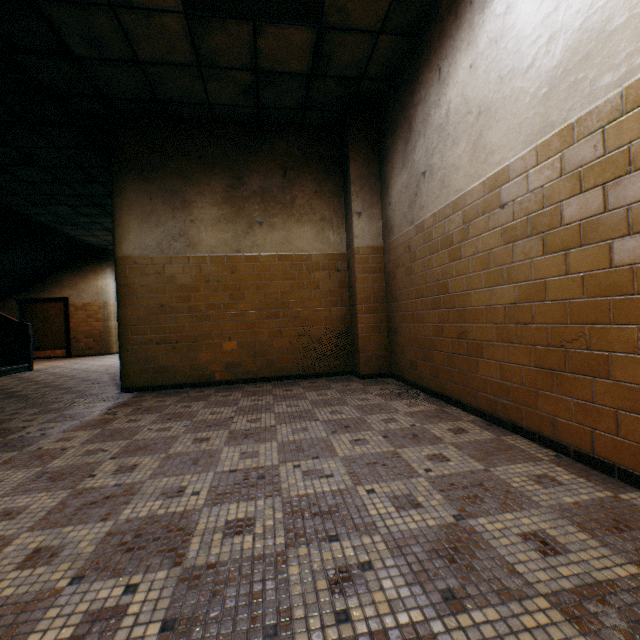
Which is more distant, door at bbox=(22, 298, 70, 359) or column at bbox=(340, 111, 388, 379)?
door at bbox=(22, 298, 70, 359)

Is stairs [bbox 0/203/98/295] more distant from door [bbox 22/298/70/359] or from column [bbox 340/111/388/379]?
column [bbox 340/111/388/379]

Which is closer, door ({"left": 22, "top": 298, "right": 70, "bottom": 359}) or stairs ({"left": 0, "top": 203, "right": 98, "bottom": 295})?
stairs ({"left": 0, "top": 203, "right": 98, "bottom": 295})

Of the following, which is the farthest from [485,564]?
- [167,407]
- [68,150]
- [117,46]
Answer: [68,150]

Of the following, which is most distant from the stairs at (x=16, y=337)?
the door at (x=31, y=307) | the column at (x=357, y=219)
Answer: the column at (x=357, y=219)

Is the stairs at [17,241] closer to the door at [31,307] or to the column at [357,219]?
the door at [31,307]

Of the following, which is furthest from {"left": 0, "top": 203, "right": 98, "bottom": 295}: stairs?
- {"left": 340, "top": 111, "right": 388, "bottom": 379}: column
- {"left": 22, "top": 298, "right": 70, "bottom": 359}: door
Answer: {"left": 340, "top": 111, "right": 388, "bottom": 379}: column
